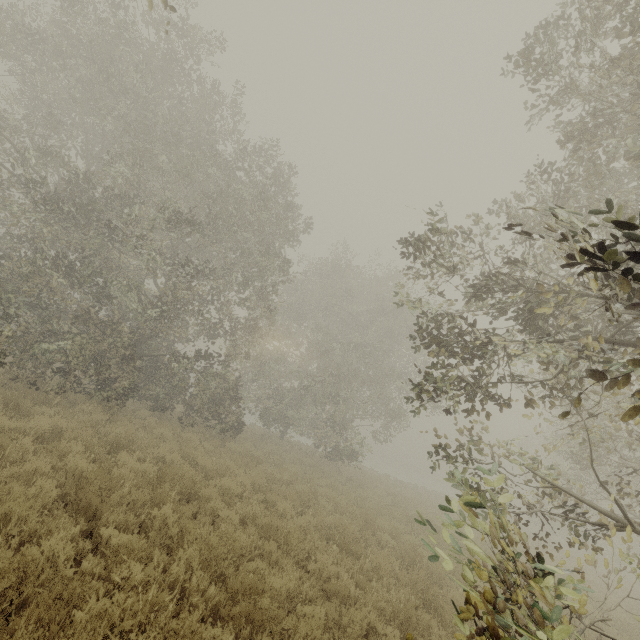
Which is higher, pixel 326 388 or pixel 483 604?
pixel 326 388
